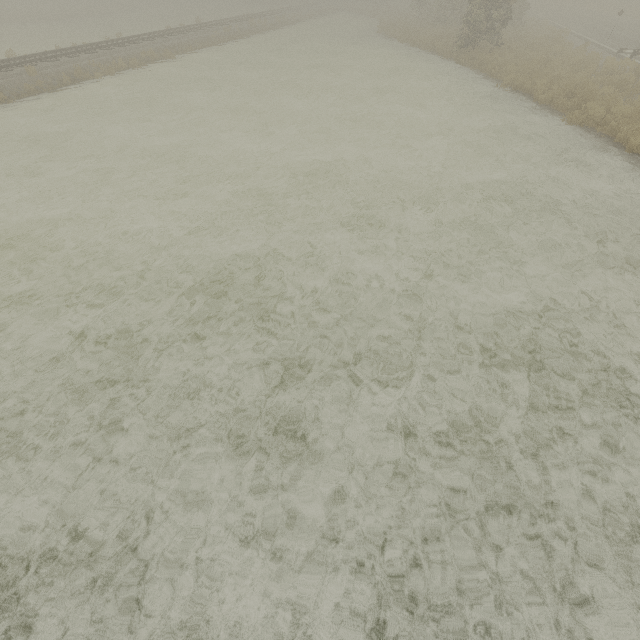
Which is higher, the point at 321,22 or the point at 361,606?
the point at 321,22
